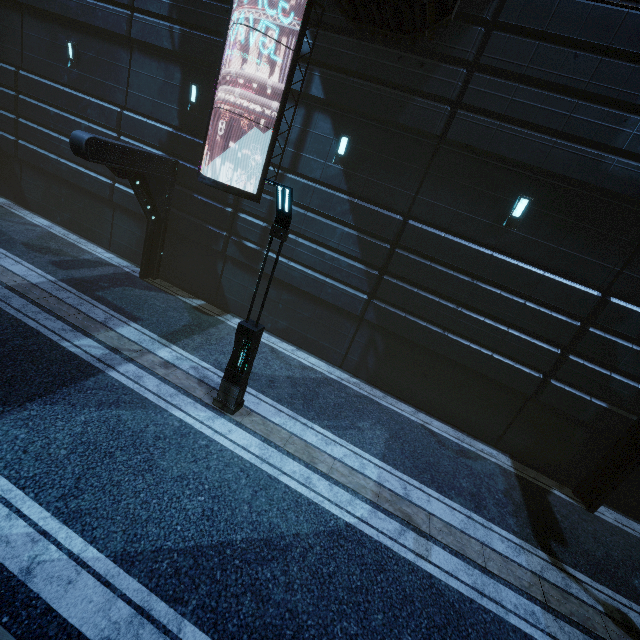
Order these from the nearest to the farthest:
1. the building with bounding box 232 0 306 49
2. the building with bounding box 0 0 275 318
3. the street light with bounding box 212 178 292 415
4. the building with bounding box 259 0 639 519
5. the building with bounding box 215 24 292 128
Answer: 1. the street light with bounding box 212 178 292 415
2. the building with bounding box 259 0 639 519
3. the building with bounding box 232 0 306 49
4. the building with bounding box 215 24 292 128
5. the building with bounding box 0 0 275 318

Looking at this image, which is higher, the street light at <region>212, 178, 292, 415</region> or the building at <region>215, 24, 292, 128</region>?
the building at <region>215, 24, 292, 128</region>

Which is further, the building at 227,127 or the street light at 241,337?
the building at 227,127

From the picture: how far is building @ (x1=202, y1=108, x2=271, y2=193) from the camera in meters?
11.3 m

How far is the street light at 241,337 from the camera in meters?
6.3 m

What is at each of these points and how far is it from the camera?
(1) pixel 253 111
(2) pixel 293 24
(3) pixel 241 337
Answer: (1) building, 11.12m
(2) building, 9.88m
(3) street light, 7.43m

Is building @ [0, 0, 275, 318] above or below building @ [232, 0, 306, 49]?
below
